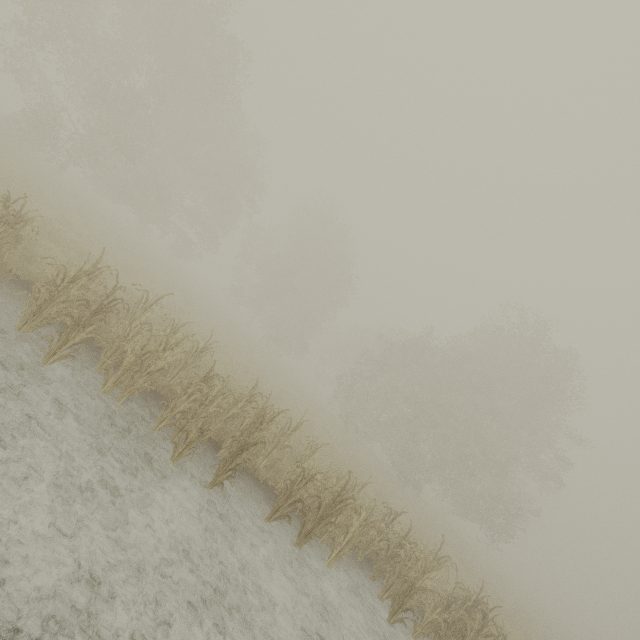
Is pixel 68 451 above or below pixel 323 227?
below
